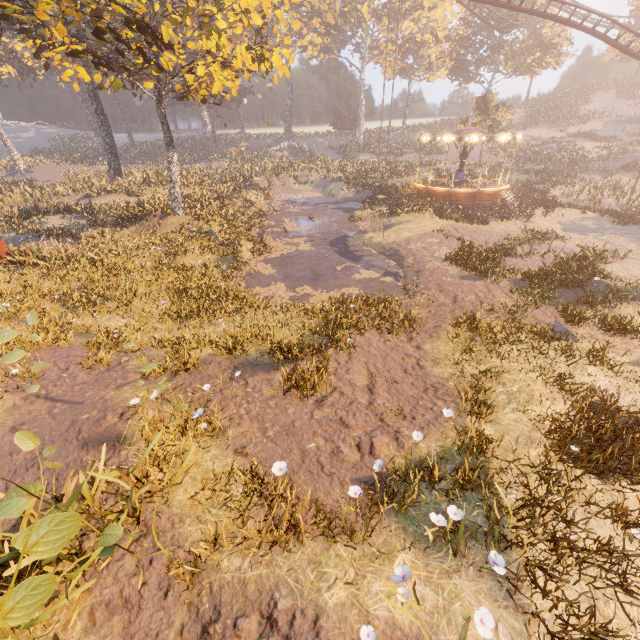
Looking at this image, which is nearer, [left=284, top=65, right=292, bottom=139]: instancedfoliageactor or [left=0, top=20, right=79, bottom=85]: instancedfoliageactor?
[left=0, top=20, right=79, bottom=85]: instancedfoliageactor

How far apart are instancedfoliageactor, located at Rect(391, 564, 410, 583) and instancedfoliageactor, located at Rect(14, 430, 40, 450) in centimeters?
416cm

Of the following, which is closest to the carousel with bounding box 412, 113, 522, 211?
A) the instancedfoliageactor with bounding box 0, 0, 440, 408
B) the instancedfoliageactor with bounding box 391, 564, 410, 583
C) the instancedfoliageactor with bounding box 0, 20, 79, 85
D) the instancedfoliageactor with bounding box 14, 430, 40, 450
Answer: the instancedfoliageactor with bounding box 0, 0, 440, 408

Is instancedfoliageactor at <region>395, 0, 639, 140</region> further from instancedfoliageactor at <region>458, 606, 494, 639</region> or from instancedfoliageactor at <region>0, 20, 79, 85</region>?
instancedfoliageactor at <region>458, 606, 494, 639</region>

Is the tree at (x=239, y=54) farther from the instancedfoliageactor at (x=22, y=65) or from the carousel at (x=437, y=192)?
the carousel at (x=437, y=192)

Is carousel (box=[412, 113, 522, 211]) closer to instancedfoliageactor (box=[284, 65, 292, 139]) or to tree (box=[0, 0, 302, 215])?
instancedfoliageactor (box=[284, 65, 292, 139])

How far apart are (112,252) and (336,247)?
11.37m

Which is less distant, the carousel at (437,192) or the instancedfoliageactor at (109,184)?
the instancedfoliageactor at (109,184)
